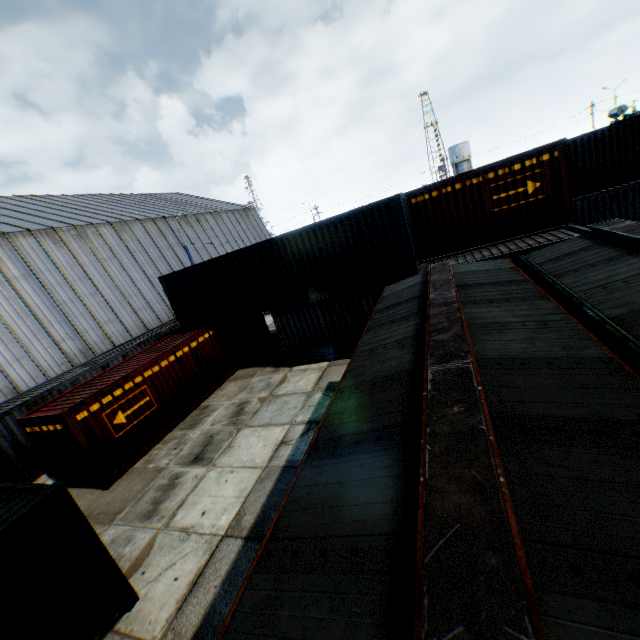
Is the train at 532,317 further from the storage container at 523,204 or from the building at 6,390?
the building at 6,390

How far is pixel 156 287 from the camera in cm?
2700

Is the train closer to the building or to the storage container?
the storage container

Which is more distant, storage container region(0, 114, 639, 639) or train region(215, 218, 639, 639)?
storage container region(0, 114, 639, 639)

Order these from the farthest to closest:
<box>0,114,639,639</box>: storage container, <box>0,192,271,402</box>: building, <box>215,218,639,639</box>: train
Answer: <box>0,192,271,402</box>: building → <box>0,114,639,639</box>: storage container → <box>215,218,639,639</box>: train

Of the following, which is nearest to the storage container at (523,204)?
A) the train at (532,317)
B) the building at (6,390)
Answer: the train at (532,317)
